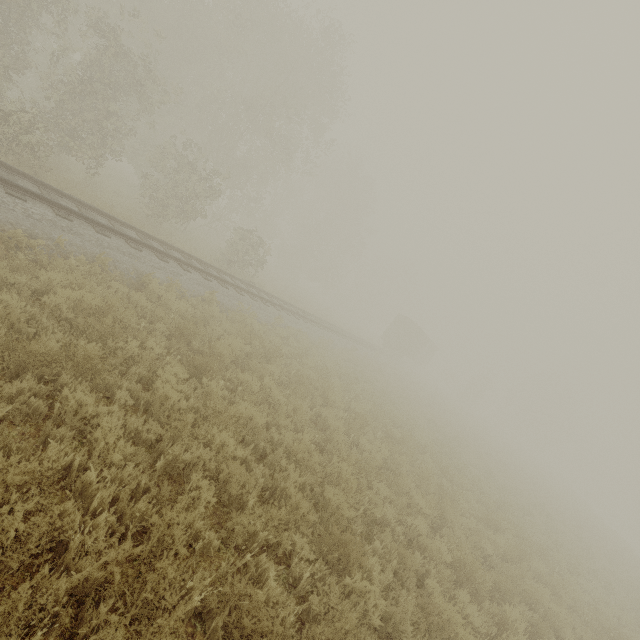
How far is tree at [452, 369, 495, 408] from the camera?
50.9 meters

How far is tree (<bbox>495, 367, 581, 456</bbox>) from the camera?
54.8 meters

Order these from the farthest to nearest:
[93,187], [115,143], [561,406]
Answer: [561,406] → [93,187] → [115,143]

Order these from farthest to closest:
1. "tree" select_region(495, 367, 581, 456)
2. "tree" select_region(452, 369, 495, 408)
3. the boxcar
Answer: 1. "tree" select_region(495, 367, 581, 456)
2. "tree" select_region(452, 369, 495, 408)
3. the boxcar

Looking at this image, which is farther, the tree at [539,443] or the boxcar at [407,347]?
the tree at [539,443]

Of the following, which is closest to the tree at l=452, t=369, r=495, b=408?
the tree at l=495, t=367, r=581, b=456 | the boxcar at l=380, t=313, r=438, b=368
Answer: the boxcar at l=380, t=313, r=438, b=368

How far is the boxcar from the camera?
37.1 meters

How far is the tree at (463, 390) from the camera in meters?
50.9 m
